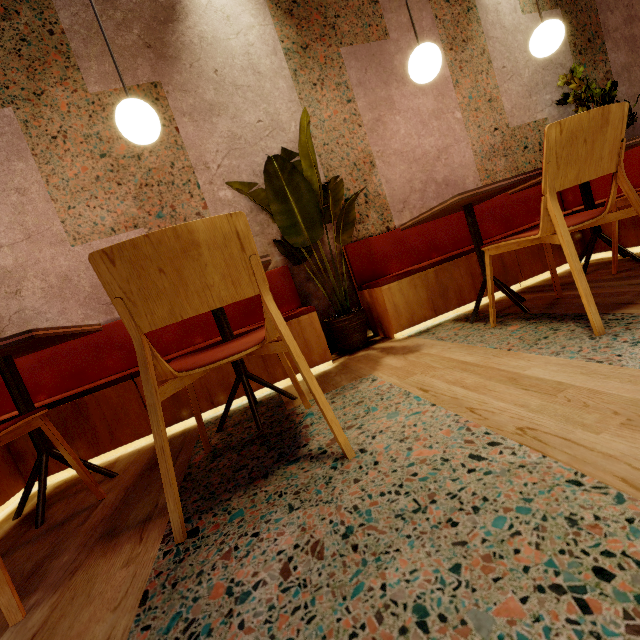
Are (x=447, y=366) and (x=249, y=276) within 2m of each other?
yes

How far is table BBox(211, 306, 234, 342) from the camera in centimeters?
168cm

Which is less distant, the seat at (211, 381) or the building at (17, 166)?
the building at (17, 166)

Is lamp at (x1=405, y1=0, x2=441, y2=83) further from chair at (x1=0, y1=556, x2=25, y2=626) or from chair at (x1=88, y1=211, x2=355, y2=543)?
chair at (x1=0, y1=556, x2=25, y2=626)

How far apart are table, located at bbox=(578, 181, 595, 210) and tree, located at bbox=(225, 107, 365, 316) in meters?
1.2 m

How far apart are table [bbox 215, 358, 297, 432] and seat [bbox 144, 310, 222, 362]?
0.2 meters

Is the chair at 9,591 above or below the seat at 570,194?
below

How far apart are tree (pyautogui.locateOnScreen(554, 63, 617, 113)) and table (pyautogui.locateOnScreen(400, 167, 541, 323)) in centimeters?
155cm
